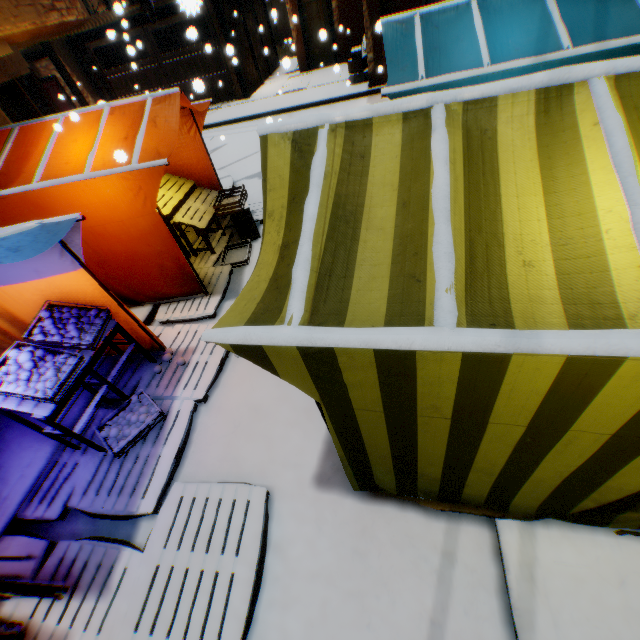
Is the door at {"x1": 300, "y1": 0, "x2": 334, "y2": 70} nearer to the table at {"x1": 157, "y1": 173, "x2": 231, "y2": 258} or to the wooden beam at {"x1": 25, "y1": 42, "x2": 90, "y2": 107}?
the wooden beam at {"x1": 25, "y1": 42, "x2": 90, "y2": 107}

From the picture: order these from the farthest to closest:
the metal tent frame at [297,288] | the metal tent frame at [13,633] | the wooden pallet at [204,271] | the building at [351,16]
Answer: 1. the building at [351,16]
2. the wooden pallet at [204,271]
3. the metal tent frame at [13,633]
4. the metal tent frame at [297,288]

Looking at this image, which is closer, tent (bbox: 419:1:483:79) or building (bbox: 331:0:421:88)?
tent (bbox: 419:1:483:79)

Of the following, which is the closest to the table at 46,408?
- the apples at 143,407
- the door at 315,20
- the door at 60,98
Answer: the door at 315,20

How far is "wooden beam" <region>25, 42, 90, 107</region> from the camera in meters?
12.8

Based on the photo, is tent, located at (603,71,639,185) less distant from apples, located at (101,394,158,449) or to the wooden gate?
the wooden gate

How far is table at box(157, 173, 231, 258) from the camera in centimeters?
568cm

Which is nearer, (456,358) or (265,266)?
(456,358)
